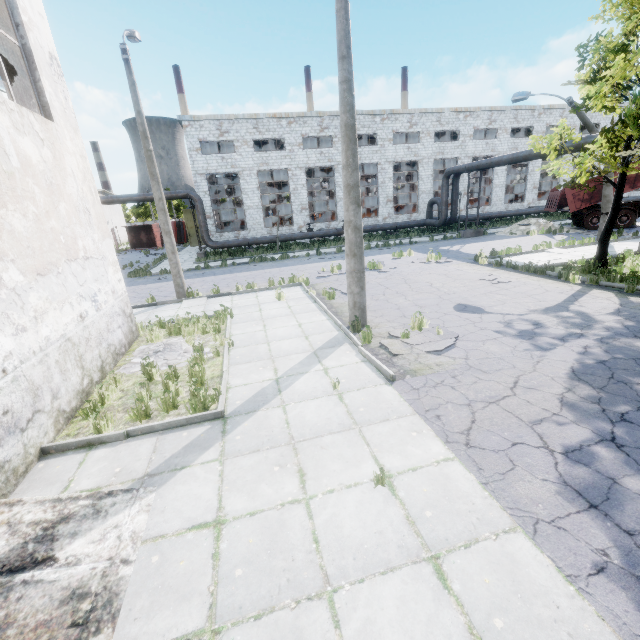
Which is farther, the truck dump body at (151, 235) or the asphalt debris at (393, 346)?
the truck dump body at (151, 235)

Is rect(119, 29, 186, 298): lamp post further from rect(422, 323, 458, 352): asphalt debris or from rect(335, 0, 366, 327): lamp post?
rect(422, 323, 458, 352): asphalt debris

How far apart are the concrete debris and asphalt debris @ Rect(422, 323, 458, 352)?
4.1 meters

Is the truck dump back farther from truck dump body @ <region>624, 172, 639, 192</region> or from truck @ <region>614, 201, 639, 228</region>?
truck @ <region>614, 201, 639, 228</region>

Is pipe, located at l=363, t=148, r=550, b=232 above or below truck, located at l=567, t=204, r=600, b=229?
above

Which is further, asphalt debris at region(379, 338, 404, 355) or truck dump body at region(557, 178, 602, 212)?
truck dump body at region(557, 178, 602, 212)

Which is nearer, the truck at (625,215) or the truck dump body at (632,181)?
the truck dump body at (632,181)

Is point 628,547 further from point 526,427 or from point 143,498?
point 143,498
